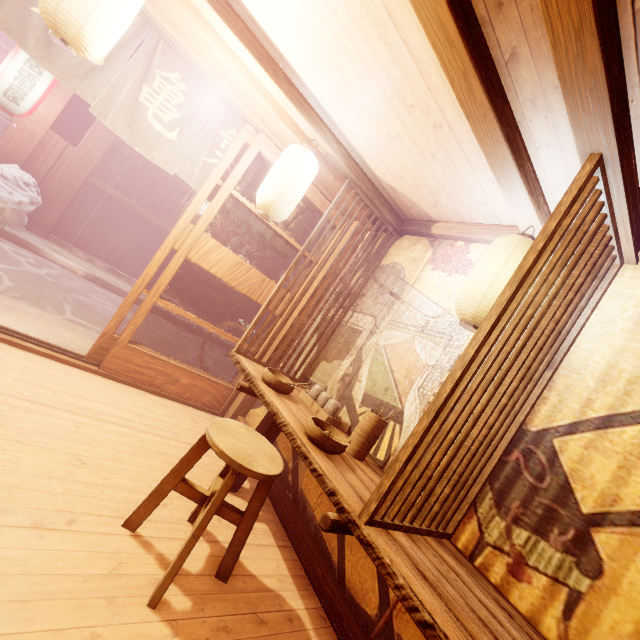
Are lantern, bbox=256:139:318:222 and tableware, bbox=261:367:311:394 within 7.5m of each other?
yes

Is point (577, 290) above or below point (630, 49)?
below

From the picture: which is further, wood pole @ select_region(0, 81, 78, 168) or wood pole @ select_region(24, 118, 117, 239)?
wood pole @ select_region(24, 118, 117, 239)

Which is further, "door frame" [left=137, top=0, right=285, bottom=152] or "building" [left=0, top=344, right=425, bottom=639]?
"door frame" [left=137, top=0, right=285, bottom=152]

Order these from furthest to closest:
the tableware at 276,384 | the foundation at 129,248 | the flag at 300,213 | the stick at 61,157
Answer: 1. the foundation at 129,248
2. the stick at 61,157
3. the flag at 300,213
4. the tableware at 276,384

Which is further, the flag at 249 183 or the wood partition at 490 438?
the flag at 249 183

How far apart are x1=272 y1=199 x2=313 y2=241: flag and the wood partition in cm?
552

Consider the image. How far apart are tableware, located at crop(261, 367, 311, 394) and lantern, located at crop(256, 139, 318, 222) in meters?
2.2 m
